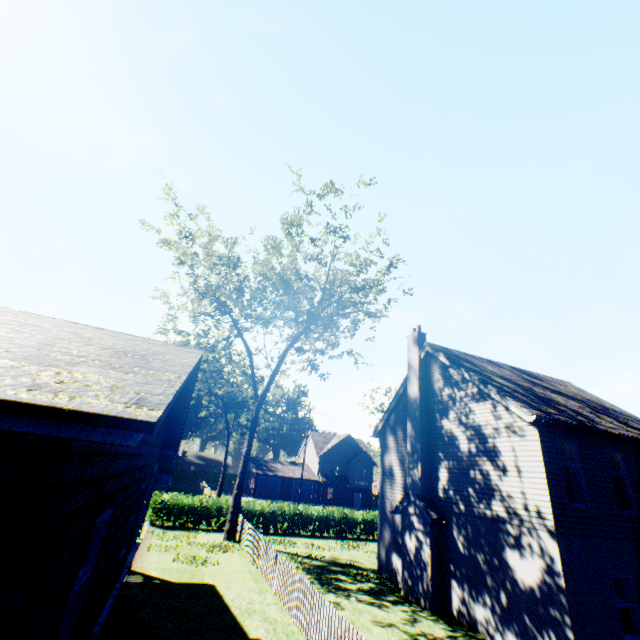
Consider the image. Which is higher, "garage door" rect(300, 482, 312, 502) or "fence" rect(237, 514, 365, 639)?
"garage door" rect(300, 482, 312, 502)

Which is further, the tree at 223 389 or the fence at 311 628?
the tree at 223 389

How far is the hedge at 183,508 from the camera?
21.8 meters

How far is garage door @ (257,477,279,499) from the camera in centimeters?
4831cm

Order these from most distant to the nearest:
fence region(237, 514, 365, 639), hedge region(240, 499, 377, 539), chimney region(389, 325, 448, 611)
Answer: hedge region(240, 499, 377, 539)
chimney region(389, 325, 448, 611)
fence region(237, 514, 365, 639)

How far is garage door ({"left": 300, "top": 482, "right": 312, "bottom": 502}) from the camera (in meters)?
50.16

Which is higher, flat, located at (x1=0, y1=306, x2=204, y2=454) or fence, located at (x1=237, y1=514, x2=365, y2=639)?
flat, located at (x1=0, y1=306, x2=204, y2=454)

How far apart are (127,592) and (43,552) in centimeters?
1228cm
